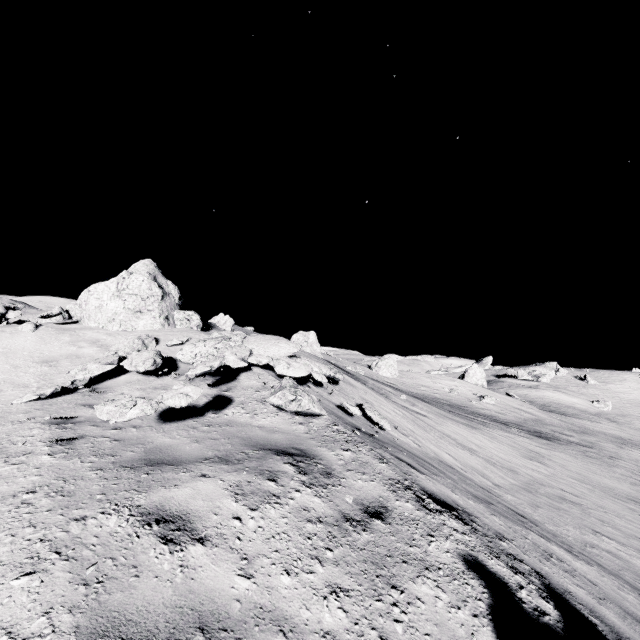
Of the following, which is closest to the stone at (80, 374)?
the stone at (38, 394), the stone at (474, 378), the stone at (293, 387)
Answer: the stone at (38, 394)

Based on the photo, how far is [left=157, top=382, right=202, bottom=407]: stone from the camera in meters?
4.1

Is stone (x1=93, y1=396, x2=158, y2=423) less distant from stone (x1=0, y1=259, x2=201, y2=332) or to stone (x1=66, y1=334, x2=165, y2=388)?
stone (x1=66, y1=334, x2=165, y2=388)

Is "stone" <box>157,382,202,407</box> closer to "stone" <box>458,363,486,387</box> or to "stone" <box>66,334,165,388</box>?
"stone" <box>66,334,165,388</box>

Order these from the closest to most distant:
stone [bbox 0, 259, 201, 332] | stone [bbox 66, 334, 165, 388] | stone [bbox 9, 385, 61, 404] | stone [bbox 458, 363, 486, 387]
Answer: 1. stone [bbox 9, 385, 61, 404]
2. stone [bbox 66, 334, 165, 388]
3. stone [bbox 0, 259, 201, 332]
4. stone [bbox 458, 363, 486, 387]

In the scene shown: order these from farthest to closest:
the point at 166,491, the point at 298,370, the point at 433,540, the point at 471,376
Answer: the point at 471,376 → the point at 298,370 → the point at 433,540 → the point at 166,491

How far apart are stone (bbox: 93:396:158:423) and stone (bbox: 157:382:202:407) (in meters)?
0.10

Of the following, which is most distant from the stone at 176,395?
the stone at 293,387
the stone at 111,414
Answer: the stone at 293,387
